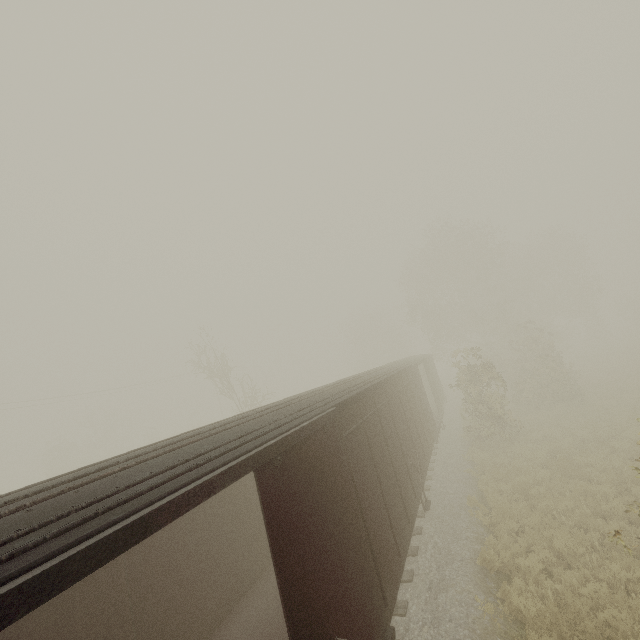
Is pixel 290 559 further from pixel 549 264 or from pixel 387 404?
pixel 549 264
